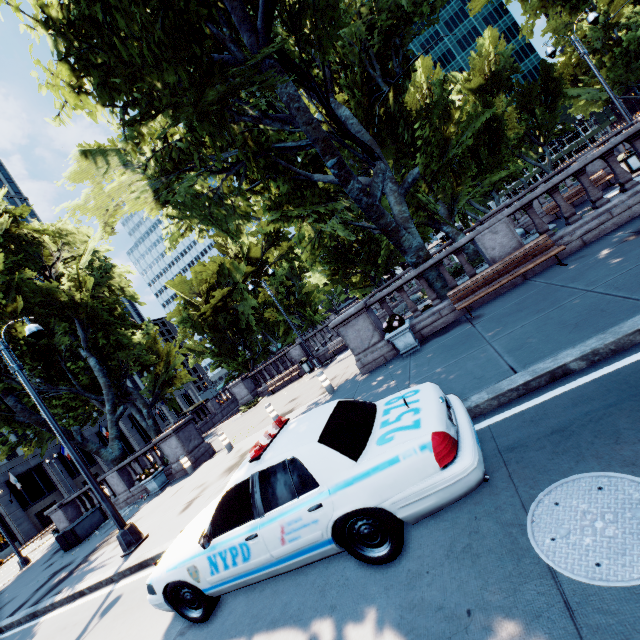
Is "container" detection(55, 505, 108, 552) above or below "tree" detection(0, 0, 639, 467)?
below

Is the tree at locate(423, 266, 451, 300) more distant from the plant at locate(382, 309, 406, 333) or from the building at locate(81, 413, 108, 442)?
the building at locate(81, 413, 108, 442)

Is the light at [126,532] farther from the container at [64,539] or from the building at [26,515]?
the building at [26,515]

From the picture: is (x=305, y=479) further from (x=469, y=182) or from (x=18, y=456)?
(x=18, y=456)

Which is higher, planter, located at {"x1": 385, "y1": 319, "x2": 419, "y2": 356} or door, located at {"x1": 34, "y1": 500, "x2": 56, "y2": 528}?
door, located at {"x1": 34, "y1": 500, "x2": 56, "y2": 528}

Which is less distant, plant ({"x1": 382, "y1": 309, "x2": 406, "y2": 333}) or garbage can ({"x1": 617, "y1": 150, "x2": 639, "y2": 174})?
plant ({"x1": 382, "y1": 309, "x2": 406, "y2": 333})

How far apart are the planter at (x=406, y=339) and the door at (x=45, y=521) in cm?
5529

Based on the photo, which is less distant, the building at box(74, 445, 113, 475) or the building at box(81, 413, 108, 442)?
the building at box(74, 445, 113, 475)
